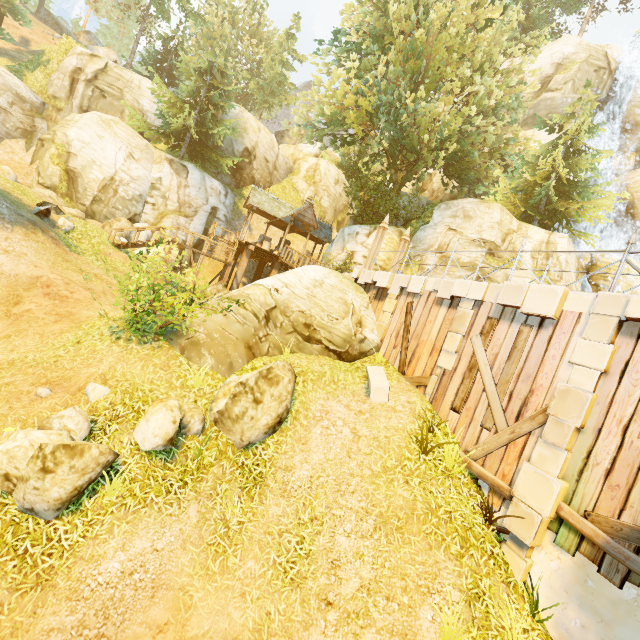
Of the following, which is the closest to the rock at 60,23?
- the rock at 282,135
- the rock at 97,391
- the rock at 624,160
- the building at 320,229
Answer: the rock at 282,135

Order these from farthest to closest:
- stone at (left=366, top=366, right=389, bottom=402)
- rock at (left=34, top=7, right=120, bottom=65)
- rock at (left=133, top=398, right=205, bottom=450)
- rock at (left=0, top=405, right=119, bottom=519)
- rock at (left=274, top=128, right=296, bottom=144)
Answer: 1. rock at (left=274, top=128, right=296, bottom=144)
2. rock at (left=34, top=7, right=120, bottom=65)
3. stone at (left=366, top=366, right=389, bottom=402)
4. rock at (left=133, top=398, right=205, bottom=450)
5. rock at (left=0, top=405, right=119, bottom=519)

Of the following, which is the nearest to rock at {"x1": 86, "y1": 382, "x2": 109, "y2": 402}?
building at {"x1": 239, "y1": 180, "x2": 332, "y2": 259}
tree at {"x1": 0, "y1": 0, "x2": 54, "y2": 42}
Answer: tree at {"x1": 0, "y1": 0, "x2": 54, "y2": 42}

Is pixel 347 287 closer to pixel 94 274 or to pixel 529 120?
pixel 94 274

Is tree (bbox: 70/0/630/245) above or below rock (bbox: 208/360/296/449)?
above

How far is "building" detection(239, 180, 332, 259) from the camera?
22.3 meters

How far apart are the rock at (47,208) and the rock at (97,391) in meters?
10.9

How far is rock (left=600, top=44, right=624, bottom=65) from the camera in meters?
27.5 m
